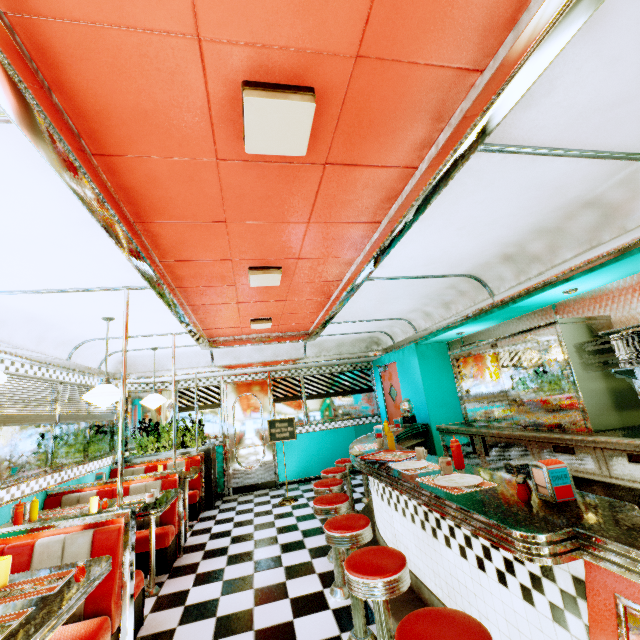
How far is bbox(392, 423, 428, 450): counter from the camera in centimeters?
416cm

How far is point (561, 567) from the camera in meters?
1.3

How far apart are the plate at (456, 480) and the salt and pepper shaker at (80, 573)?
2.2 meters

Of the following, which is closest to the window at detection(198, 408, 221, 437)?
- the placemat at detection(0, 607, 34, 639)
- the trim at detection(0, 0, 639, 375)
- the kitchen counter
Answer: the trim at detection(0, 0, 639, 375)

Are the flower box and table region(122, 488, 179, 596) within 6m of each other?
yes

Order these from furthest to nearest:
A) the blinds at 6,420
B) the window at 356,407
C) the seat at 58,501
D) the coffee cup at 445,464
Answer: the window at 356,407 < the seat at 58,501 < the blinds at 6,420 < the coffee cup at 445,464

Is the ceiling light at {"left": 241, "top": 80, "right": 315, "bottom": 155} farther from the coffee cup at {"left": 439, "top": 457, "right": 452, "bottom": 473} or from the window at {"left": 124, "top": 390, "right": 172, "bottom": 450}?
the window at {"left": 124, "top": 390, "right": 172, "bottom": 450}

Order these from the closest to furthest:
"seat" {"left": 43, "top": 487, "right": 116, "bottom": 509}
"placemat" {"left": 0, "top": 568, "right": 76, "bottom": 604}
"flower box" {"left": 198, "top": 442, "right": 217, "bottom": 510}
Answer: "placemat" {"left": 0, "top": 568, "right": 76, "bottom": 604} < "seat" {"left": 43, "top": 487, "right": 116, "bottom": 509} < "flower box" {"left": 198, "top": 442, "right": 217, "bottom": 510}
